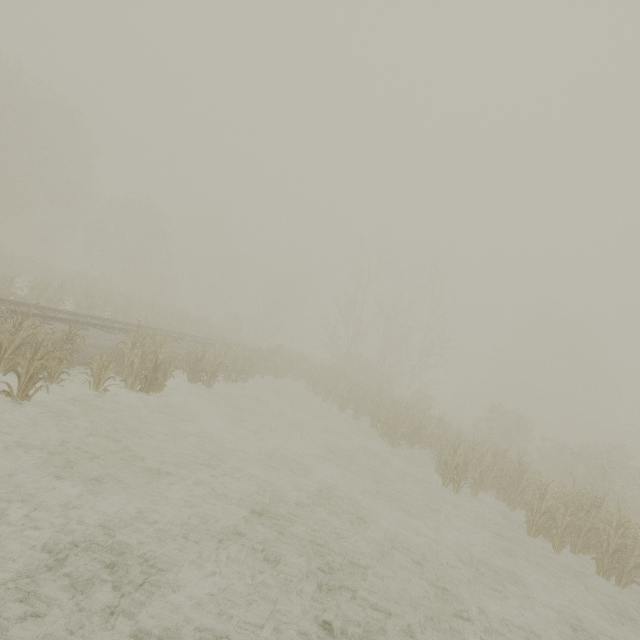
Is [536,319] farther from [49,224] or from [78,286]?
[49,224]
